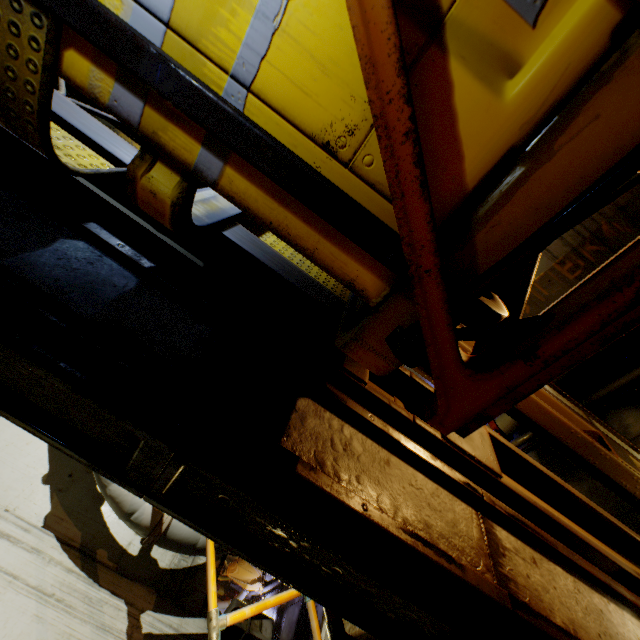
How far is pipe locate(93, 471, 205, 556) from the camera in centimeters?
468cm

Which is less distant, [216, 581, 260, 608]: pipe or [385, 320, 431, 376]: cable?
[385, 320, 431, 376]: cable

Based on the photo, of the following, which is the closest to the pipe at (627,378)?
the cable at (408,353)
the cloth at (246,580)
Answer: the cloth at (246,580)

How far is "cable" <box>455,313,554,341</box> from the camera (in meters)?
0.97

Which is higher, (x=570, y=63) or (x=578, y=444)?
(x=570, y=63)

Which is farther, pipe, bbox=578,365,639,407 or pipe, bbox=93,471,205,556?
pipe, bbox=578,365,639,407

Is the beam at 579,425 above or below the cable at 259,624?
below
